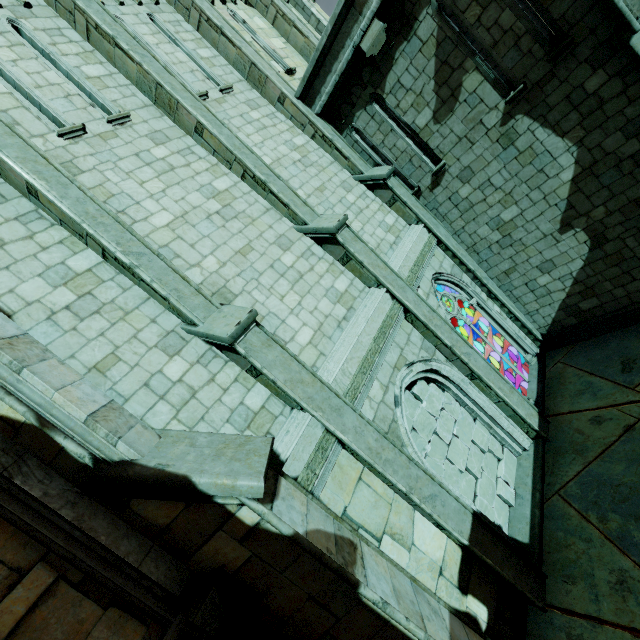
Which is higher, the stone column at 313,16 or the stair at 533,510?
the stone column at 313,16

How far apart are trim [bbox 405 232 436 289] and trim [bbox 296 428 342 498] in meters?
3.9 m

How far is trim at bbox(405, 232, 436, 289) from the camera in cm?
771

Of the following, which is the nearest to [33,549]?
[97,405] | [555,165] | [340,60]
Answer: [97,405]

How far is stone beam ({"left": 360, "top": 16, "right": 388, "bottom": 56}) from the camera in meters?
7.1 m

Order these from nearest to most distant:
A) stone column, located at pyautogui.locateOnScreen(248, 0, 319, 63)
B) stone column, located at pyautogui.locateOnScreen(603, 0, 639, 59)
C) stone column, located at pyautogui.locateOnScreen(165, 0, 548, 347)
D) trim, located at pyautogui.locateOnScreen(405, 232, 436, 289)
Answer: stone column, located at pyautogui.locateOnScreen(603, 0, 639, 59) → trim, located at pyautogui.locateOnScreen(405, 232, 436, 289) → stone column, located at pyautogui.locateOnScreen(165, 0, 548, 347) → stone column, located at pyautogui.locateOnScreen(248, 0, 319, 63)

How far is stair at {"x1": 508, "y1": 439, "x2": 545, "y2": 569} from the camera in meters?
6.3 m

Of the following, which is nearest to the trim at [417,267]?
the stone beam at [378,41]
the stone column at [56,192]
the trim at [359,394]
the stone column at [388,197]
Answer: the stone column at [388,197]
